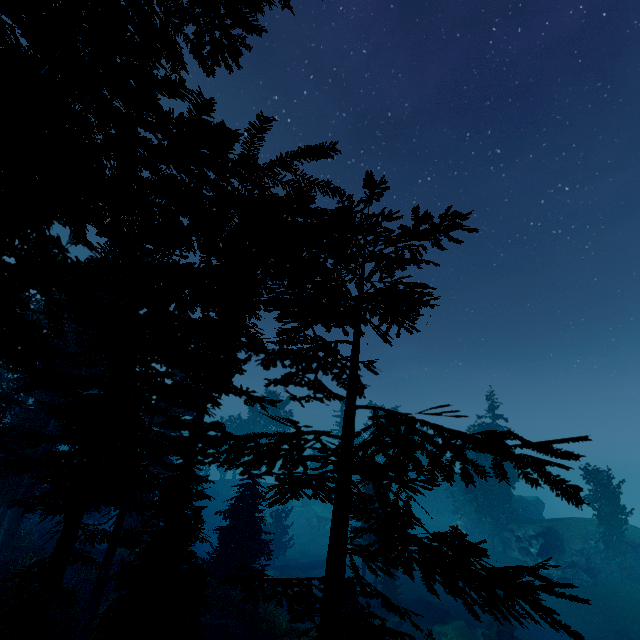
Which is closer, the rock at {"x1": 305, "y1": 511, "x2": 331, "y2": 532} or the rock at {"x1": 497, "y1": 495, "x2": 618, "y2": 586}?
the rock at {"x1": 497, "y1": 495, "x2": 618, "y2": 586}

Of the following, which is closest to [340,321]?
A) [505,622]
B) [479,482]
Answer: [505,622]

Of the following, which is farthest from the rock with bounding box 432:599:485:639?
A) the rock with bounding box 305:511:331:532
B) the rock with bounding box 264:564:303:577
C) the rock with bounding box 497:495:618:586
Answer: the rock with bounding box 305:511:331:532

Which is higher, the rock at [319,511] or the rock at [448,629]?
the rock at [319,511]

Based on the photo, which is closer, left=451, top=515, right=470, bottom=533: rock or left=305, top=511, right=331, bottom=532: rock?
left=451, top=515, right=470, bottom=533: rock

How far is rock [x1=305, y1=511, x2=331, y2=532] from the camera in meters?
55.3

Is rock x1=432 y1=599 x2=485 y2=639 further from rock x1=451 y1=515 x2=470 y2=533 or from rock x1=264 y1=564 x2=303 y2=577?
rock x1=451 y1=515 x2=470 y2=533

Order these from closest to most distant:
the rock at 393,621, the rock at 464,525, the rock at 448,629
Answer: the rock at 448,629, the rock at 393,621, the rock at 464,525
